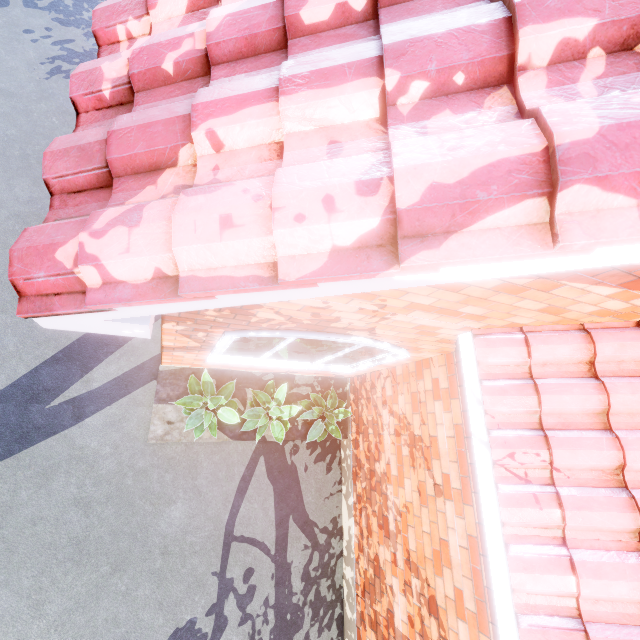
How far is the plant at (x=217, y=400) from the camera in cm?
412

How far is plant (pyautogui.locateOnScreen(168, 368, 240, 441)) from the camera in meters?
4.1 m

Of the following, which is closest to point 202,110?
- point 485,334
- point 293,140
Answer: point 293,140
